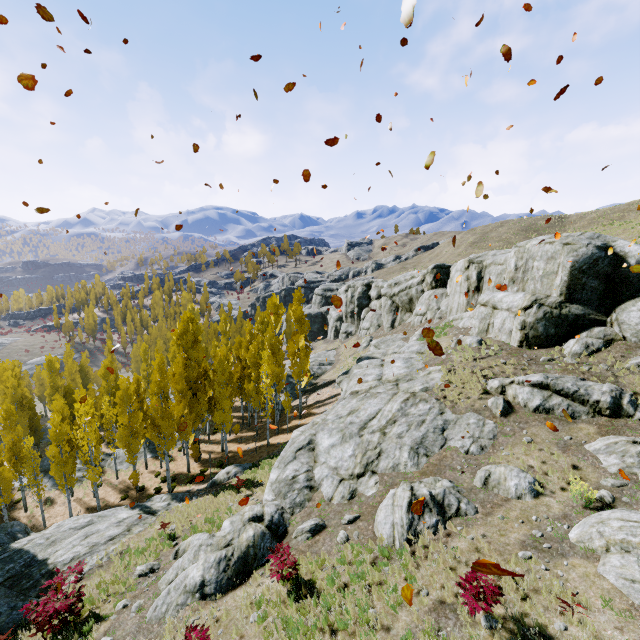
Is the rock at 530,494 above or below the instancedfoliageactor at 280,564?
above

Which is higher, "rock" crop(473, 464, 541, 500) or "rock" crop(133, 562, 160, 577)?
"rock" crop(473, 464, 541, 500)

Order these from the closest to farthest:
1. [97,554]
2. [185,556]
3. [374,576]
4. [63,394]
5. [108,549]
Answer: [374,576], [185,556], [97,554], [108,549], [63,394]

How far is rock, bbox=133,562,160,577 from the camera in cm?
1343

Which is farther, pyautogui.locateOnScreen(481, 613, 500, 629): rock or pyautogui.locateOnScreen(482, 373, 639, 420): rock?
pyautogui.locateOnScreen(482, 373, 639, 420): rock

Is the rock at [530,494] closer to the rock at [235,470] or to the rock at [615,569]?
the rock at [615,569]

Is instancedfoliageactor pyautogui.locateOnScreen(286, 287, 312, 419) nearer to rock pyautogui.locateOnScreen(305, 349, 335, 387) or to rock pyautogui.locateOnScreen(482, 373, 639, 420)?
rock pyautogui.locateOnScreen(305, 349, 335, 387)

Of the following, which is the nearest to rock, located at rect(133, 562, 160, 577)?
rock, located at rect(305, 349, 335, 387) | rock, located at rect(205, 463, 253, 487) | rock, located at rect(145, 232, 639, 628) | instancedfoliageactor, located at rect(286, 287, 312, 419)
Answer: rock, located at rect(145, 232, 639, 628)
